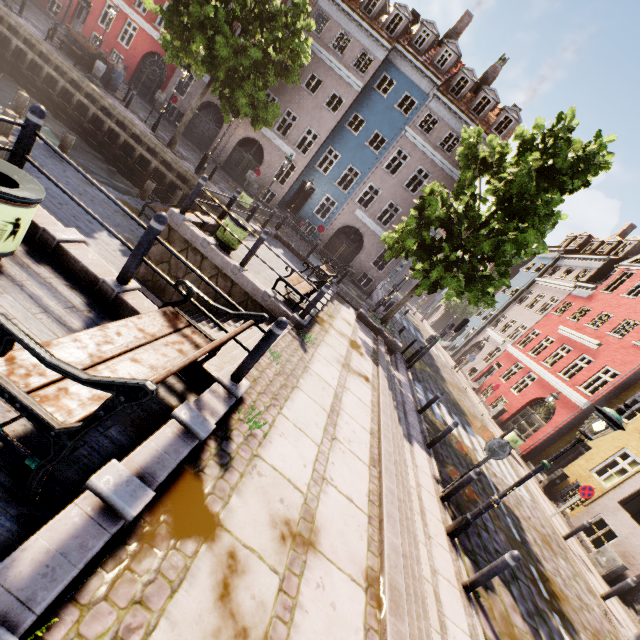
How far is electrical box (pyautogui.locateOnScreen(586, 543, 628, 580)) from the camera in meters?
10.8

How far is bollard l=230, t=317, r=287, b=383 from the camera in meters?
4.0

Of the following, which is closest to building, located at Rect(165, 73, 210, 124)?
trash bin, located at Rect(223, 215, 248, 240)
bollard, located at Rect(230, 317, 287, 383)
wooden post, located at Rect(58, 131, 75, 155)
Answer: wooden post, located at Rect(58, 131, 75, 155)

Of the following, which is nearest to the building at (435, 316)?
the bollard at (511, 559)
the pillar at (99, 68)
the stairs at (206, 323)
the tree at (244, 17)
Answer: the tree at (244, 17)

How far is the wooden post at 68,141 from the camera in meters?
11.1 m

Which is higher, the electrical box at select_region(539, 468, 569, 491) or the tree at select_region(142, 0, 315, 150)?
the tree at select_region(142, 0, 315, 150)

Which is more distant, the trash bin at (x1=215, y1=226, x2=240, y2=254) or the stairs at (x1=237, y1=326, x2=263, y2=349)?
the trash bin at (x1=215, y1=226, x2=240, y2=254)

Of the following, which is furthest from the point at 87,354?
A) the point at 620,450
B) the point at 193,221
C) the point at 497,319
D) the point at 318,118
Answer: the point at 497,319
